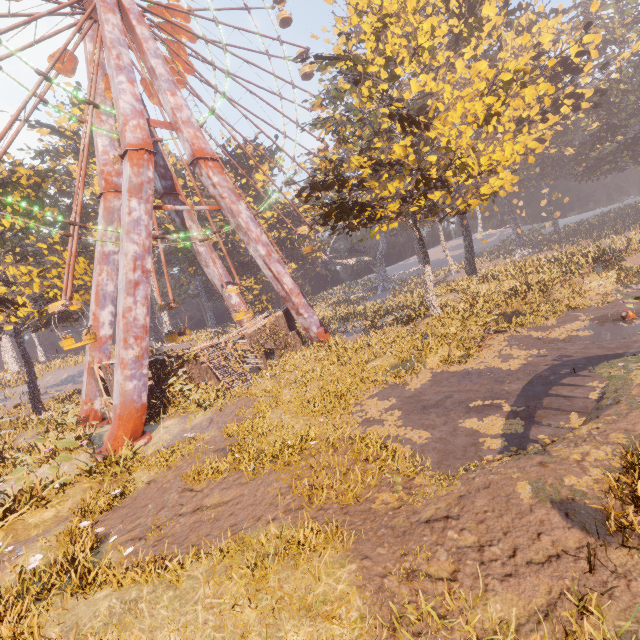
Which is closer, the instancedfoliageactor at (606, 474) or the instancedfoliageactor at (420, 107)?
the instancedfoliageactor at (606, 474)

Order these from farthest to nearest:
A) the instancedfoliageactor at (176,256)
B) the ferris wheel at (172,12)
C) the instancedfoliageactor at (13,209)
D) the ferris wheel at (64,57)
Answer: the instancedfoliageactor at (176,256) < the ferris wheel at (172,12) < the instancedfoliageactor at (13,209) < the ferris wheel at (64,57)

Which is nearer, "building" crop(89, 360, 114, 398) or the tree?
the tree

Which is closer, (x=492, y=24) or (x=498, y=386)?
(x=498, y=386)

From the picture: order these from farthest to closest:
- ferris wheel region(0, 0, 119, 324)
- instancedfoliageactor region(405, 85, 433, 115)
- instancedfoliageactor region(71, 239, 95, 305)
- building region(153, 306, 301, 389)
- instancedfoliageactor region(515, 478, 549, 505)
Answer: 1. instancedfoliageactor region(405, 85, 433, 115)
2. instancedfoliageactor region(71, 239, 95, 305)
3. building region(153, 306, 301, 389)
4. ferris wheel region(0, 0, 119, 324)
5. instancedfoliageactor region(515, 478, 549, 505)

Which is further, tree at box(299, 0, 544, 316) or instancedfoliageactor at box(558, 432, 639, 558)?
tree at box(299, 0, 544, 316)

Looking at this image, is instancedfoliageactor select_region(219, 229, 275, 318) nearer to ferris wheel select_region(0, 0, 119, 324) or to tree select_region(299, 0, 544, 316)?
ferris wheel select_region(0, 0, 119, 324)

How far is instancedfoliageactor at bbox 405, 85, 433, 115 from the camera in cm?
2623
